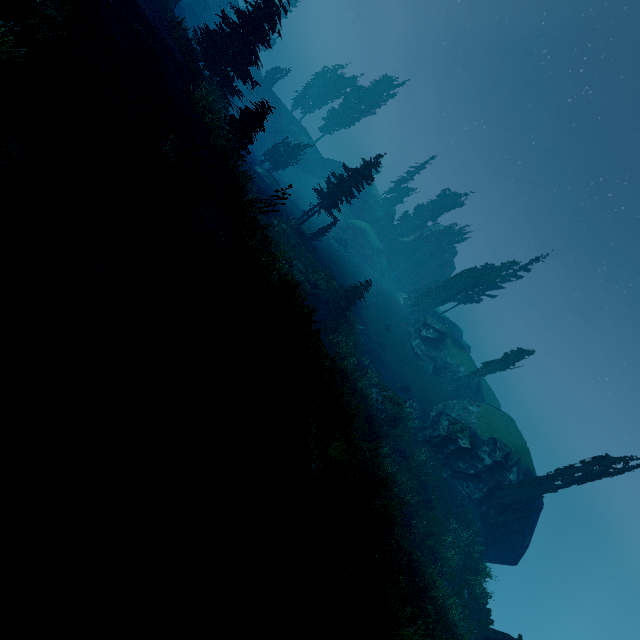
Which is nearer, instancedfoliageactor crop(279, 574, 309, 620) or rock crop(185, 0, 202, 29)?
instancedfoliageactor crop(279, 574, 309, 620)

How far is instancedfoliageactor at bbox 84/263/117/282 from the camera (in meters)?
7.59

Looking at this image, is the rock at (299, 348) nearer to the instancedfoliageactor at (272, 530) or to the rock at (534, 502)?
the instancedfoliageactor at (272, 530)

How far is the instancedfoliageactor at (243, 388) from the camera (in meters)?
9.27

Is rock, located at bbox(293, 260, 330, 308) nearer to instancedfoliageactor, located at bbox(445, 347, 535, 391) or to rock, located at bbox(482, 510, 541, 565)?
instancedfoliageactor, located at bbox(445, 347, 535, 391)

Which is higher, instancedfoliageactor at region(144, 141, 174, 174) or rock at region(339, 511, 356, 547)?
instancedfoliageactor at region(144, 141, 174, 174)

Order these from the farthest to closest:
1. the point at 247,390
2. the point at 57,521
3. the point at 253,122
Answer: the point at 253,122, the point at 247,390, the point at 57,521
